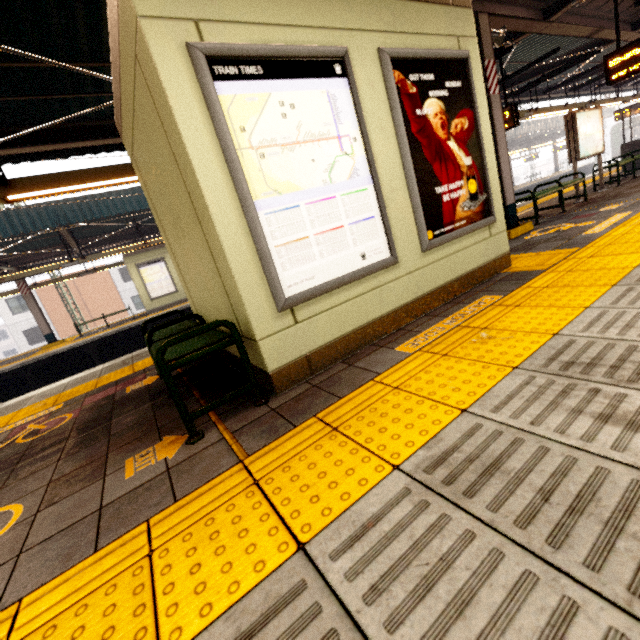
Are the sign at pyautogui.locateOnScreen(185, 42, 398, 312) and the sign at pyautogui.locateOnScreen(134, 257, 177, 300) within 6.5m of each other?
no

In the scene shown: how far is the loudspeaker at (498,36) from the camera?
5.51m

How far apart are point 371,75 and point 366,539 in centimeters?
331cm

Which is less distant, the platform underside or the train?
the platform underside

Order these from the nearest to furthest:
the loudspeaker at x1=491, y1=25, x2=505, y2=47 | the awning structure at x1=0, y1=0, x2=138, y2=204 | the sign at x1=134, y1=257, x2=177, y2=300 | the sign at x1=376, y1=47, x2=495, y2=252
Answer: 1. the sign at x1=376, y1=47, x2=495, y2=252
2. the awning structure at x1=0, y1=0, x2=138, y2=204
3. the loudspeaker at x1=491, y1=25, x2=505, y2=47
4. the sign at x1=134, y1=257, x2=177, y2=300

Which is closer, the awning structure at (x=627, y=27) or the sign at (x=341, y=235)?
the sign at (x=341, y=235)

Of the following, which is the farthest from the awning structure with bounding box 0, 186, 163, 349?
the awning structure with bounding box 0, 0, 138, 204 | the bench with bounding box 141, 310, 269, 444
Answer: the bench with bounding box 141, 310, 269, 444

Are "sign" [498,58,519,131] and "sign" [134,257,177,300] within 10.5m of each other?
no
